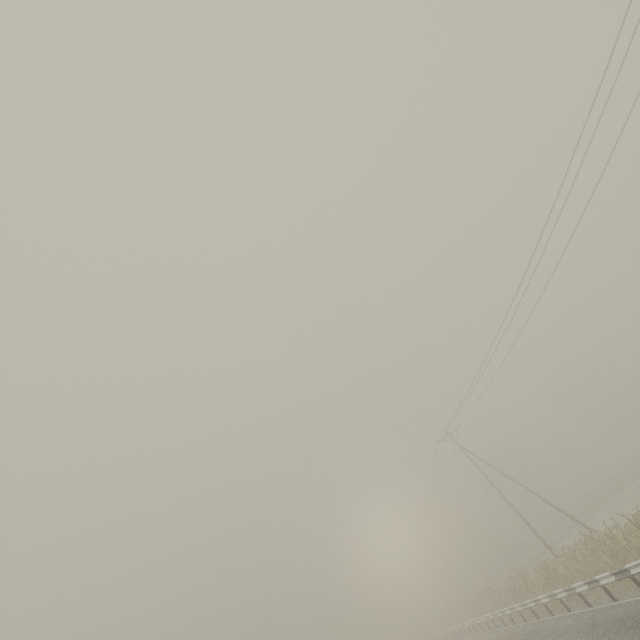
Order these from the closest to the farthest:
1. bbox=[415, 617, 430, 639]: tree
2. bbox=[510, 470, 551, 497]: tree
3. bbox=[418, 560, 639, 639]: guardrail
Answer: bbox=[418, 560, 639, 639]: guardrail → bbox=[415, 617, 430, 639]: tree → bbox=[510, 470, 551, 497]: tree

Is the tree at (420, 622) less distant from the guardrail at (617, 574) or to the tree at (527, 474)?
the guardrail at (617, 574)

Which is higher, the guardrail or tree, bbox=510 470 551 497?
tree, bbox=510 470 551 497

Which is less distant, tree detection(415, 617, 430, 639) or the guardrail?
the guardrail

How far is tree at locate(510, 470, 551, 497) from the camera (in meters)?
57.75

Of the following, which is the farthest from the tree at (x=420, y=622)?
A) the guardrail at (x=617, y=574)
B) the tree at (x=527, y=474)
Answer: the tree at (x=527, y=474)

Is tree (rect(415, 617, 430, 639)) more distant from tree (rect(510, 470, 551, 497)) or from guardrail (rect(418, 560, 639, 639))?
tree (rect(510, 470, 551, 497))

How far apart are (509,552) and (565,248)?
53.4m
